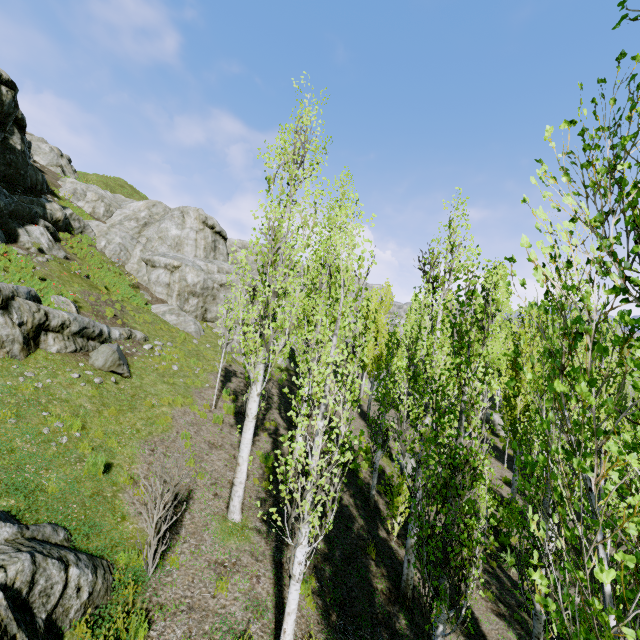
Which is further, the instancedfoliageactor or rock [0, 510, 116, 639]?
rock [0, 510, 116, 639]

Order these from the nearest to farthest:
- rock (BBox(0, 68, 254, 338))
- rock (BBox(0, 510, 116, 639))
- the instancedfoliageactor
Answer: the instancedfoliageactor, rock (BBox(0, 510, 116, 639)), rock (BBox(0, 68, 254, 338))

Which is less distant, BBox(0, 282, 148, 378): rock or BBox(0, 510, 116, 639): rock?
BBox(0, 510, 116, 639): rock

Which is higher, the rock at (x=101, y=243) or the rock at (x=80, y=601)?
the rock at (x=101, y=243)

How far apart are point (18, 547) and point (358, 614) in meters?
6.7

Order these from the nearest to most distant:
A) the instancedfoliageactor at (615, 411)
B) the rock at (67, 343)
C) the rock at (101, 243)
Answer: the instancedfoliageactor at (615, 411) < the rock at (67, 343) < the rock at (101, 243)
